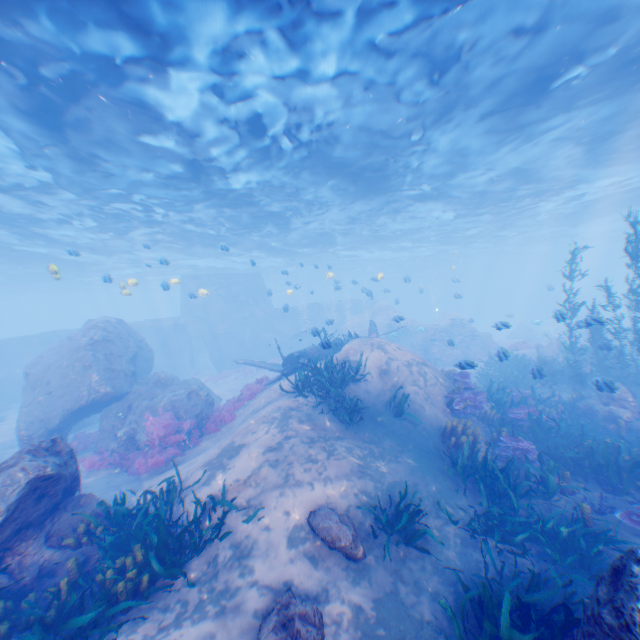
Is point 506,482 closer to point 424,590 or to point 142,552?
point 424,590

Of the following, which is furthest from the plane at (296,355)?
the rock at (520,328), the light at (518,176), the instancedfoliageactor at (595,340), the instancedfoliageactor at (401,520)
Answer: the instancedfoliageactor at (401,520)

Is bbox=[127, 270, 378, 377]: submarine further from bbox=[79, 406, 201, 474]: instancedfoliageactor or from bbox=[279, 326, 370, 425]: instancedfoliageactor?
bbox=[79, 406, 201, 474]: instancedfoliageactor

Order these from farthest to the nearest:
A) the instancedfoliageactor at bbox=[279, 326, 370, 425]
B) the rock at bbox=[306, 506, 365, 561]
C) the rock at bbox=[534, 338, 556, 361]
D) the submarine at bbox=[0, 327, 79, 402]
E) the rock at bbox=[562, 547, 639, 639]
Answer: the submarine at bbox=[0, 327, 79, 402] < the rock at bbox=[534, 338, 556, 361] < the instancedfoliageactor at bbox=[279, 326, 370, 425] < the rock at bbox=[306, 506, 365, 561] < the rock at bbox=[562, 547, 639, 639]

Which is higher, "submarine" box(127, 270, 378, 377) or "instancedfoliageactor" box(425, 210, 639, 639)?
"submarine" box(127, 270, 378, 377)

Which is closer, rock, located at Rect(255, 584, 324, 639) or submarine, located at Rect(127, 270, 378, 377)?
rock, located at Rect(255, 584, 324, 639)

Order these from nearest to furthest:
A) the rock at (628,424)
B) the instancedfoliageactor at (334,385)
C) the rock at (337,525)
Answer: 1. the rock at (337,525)
2. the instancedfoliageactor at (334,385)
3. the rock at (628,424)

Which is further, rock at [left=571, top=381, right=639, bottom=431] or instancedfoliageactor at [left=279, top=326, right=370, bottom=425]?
rock at [left=571, top=381, right=639, bottom=431]
